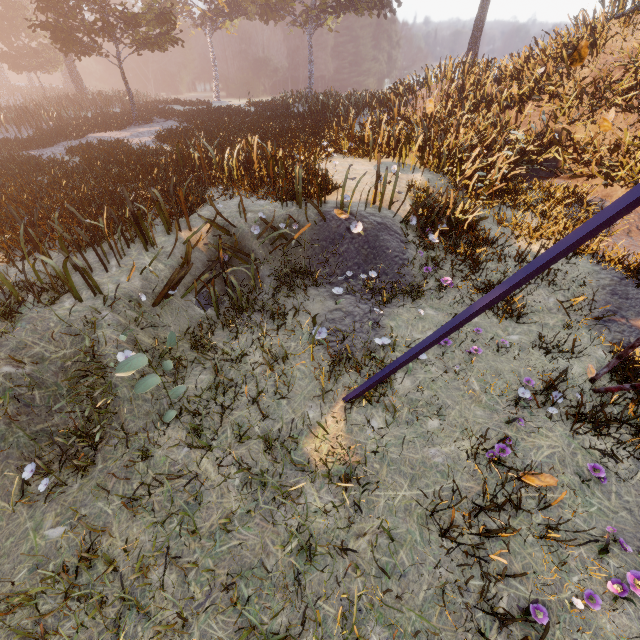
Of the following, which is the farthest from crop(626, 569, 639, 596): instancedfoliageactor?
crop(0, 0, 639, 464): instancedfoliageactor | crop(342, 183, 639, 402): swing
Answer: crop(0, 0, 639, 464): instancedfoliageactor

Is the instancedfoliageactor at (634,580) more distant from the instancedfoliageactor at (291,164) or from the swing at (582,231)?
the instancedfoliageactor at (291,164)

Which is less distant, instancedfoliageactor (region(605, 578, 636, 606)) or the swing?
the swing

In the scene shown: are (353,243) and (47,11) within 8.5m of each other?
no

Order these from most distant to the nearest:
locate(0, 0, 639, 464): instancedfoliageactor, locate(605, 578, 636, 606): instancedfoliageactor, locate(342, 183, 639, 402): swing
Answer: locate(0, 0, 639, 464): instancedfoliageactor < locate(605, 578, 636, 606): instancedfoliageactor < locate(342, 183, 639, 402): swing
